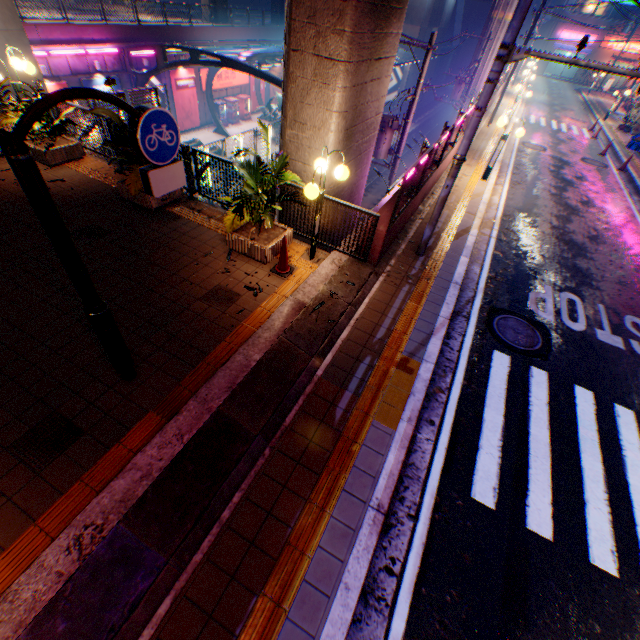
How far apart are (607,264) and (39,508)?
13.98m

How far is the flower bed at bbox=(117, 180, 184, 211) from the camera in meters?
7.5 m

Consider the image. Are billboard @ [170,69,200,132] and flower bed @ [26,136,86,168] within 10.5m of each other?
no

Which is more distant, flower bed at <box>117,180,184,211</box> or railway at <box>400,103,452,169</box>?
railway at <box>400,103,452,169</box>

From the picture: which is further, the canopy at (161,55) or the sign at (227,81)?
the sign at (227,81)

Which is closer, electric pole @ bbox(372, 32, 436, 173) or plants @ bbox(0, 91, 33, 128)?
plants @ bbox(0, 91, 33, 128)

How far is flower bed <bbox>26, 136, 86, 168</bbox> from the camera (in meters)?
8.39

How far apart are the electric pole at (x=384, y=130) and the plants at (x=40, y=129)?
8.6 meters
